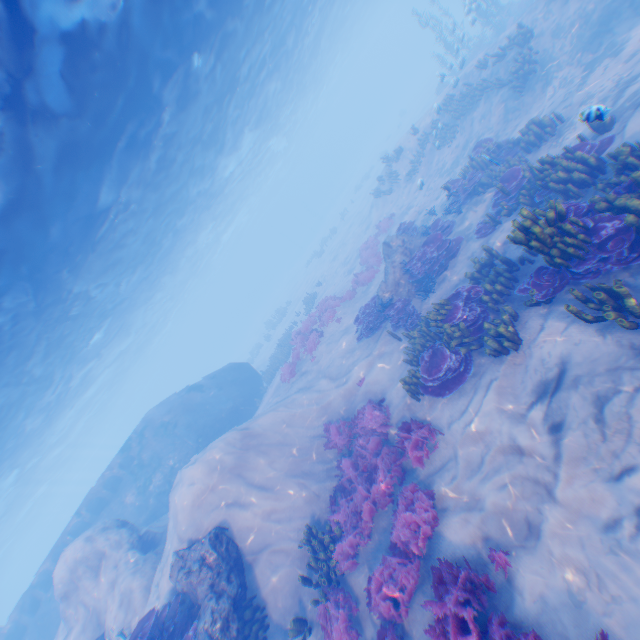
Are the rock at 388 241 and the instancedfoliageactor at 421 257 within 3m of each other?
yes

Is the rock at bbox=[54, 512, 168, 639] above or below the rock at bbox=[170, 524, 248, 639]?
above

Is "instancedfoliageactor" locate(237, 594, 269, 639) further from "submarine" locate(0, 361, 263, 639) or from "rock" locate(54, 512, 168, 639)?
"submarine" locate(0, 361, 263, 639)

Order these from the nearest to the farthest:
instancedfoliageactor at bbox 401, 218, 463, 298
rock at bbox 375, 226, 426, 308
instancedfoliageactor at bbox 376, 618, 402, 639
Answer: instancedfoliageactor at bbox 376, 618, 402, 639, instancedfoliageactor at bbox 401, 218, 463, 298, rock at bbox 375, 226, 426, 308

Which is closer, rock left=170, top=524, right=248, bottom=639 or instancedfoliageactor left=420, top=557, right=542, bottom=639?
instancedfoliageactor left=420, top=557, right=542, bottom=639

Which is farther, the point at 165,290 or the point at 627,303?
the point at 165,290

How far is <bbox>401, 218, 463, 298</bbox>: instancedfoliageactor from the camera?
12.2m

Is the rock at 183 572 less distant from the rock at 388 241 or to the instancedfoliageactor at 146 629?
the instancedfoliageactor at 146 629
